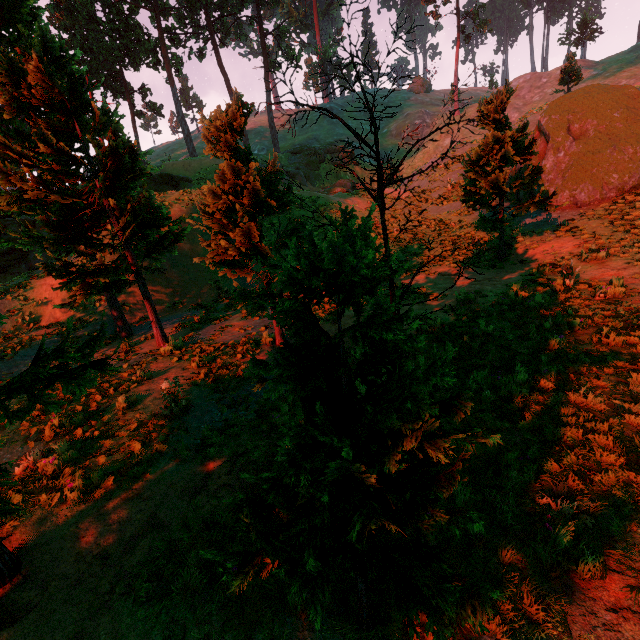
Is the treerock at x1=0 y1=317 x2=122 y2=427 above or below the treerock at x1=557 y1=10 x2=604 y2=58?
below

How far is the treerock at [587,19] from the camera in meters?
47.5

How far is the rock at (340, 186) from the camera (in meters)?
31.69

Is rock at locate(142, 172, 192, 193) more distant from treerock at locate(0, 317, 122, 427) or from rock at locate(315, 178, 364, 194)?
rock at locate(315, 178, 364, 194)

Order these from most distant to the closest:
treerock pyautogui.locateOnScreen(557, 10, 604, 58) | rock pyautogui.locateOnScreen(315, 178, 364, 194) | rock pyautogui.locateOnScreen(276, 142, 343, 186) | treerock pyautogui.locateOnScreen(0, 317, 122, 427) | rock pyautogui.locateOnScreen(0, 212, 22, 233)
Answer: treerock pyautogui.locateOnScreen(557, 10, 604, 58) → rock pyautogui.locateOnScreen(276, 142, 343, 186) → rock pyautogui.locateOnScreen(315, 178, 364, 194) → rock pyautogui.locateOnScreen(0, 212, 22, 233) → treerock pyautogui.locateOnScreen(0, 317, 122, 427)

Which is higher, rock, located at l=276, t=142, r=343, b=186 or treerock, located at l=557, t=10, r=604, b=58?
treerock, located at l=557, t=10, r=604, b=58

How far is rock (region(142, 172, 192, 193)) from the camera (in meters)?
→ 27.19

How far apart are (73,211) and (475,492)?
13.1 meters
